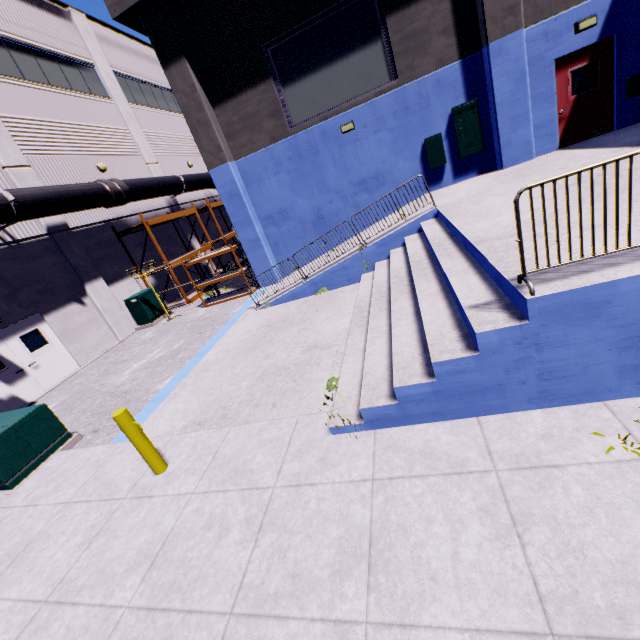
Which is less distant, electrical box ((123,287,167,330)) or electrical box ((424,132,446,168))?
electrical box ((424,132,446,168))

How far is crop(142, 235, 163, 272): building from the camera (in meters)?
17.08

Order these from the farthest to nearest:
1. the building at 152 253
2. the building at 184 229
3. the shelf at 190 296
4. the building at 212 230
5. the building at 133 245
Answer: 1. the building at 212 230
2. the building at 184 229
3. the building at 152 253
4. the building at 133 245
5. the shelf at 190 296

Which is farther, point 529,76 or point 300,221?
point 300,221

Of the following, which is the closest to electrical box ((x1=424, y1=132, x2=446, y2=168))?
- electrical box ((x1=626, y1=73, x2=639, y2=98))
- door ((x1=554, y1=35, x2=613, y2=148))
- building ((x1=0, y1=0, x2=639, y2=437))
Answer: building ((x1=0, y1=0, x2=639, y2=437))

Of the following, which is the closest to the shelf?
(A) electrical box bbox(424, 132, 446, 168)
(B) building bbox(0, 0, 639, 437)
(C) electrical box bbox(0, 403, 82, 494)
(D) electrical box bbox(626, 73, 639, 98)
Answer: (B) building bbox(0, 0, 639, 437)

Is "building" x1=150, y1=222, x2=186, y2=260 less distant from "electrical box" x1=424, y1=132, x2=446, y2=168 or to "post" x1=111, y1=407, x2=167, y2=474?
"electrical box" x1=424, y1=132, x2=446, y2=168

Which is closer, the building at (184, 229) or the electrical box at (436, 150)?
the electrical box at (436, 150)
